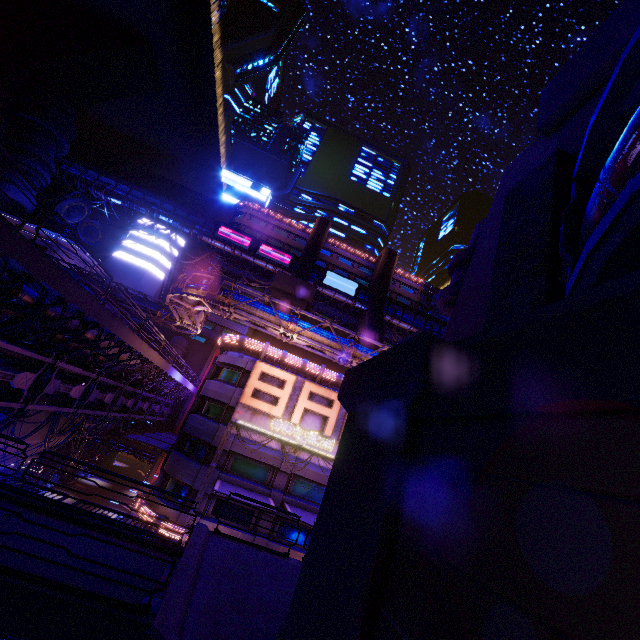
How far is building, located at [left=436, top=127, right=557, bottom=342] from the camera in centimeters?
817cm

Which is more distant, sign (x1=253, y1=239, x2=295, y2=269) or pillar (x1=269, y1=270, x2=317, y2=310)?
sign (x1=253, y1=239, x2=295, y2=269)

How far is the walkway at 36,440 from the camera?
22.1 meters

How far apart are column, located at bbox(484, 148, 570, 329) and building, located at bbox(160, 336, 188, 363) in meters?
48.1

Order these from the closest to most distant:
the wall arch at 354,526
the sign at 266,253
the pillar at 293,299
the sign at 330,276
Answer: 1. the wall arch at 354,526
2. the pillar at 293,299
3. the sign at 266,253
4. the sign at 330,276

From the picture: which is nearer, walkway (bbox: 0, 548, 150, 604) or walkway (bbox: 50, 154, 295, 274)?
walkway (bbox: 0, 548, 150, 604)

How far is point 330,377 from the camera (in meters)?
26.66

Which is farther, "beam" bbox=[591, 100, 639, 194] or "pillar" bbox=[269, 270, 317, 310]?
"pillar" bbox=[269, 270, 317, 310]
